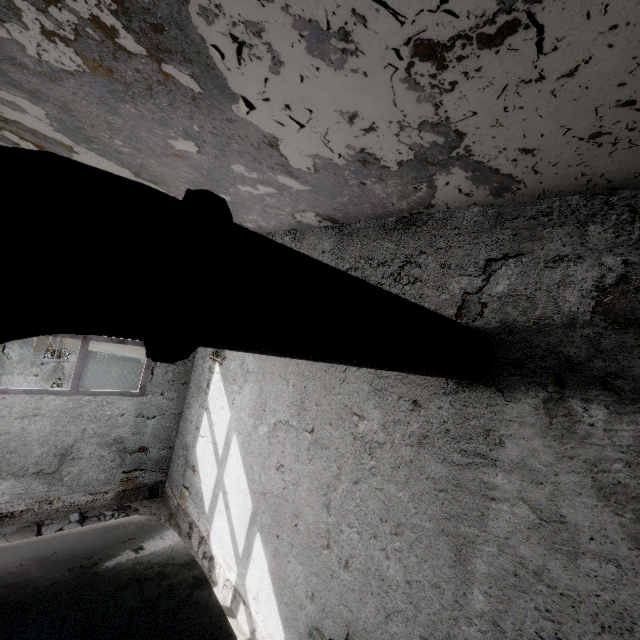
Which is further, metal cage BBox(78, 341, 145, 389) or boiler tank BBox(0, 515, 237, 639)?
metal cage BBox(78, 341, 145, 389)

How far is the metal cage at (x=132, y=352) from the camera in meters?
9.0 m

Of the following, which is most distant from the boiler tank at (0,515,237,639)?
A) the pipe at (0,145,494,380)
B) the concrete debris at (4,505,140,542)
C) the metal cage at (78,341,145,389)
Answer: the pipe at (0,145,494,380)

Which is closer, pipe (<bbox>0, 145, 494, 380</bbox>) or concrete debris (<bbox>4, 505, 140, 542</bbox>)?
pipe (<bbox>0, 145, 494, 380</bbox>)

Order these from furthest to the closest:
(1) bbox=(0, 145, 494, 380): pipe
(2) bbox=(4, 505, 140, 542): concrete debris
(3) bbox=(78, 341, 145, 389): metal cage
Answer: (3) bbox=(78, 341, 145, 389): metal cage, (2) bbox=(4, 505, 140, 542): concrete debris, (1) bbox=(0, 145, 494, 380): pipe

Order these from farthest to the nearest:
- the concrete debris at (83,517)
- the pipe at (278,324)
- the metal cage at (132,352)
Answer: the metal cage at (132,352) → the concrete debris at (83,517) → the pipe at (278,324)

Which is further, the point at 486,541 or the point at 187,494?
the point at 187,494

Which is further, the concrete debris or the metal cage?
the metal cage
